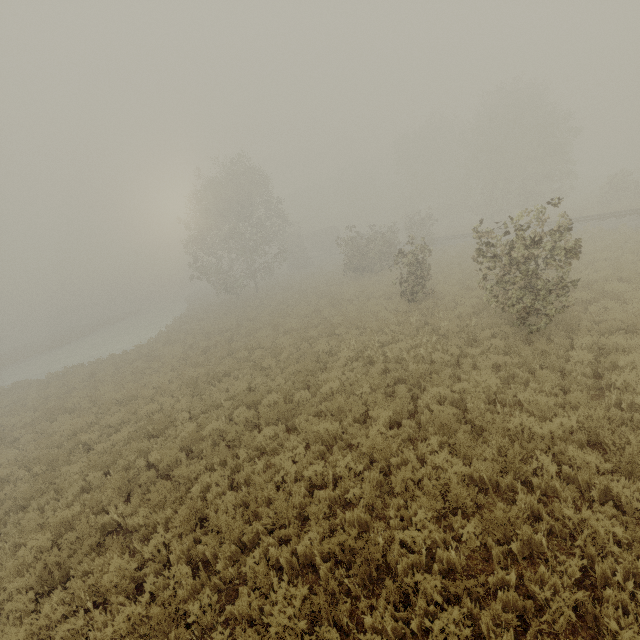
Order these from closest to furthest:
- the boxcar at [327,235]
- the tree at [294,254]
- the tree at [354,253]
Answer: the tree at [354,253]
the tree at [294,254]
the boxcar at [327,235]

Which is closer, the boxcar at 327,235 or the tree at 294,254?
the tree at 294,254

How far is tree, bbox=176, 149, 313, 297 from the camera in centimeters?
3139cm

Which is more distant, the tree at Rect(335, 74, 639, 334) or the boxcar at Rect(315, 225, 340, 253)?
the boxcar at Rect(315, 225, 340, 253)

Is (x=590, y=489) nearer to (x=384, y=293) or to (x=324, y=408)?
(x=324, y=408)

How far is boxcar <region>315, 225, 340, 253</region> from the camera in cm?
5769

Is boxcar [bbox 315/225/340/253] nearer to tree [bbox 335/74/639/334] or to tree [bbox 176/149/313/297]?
tree [bbox 335/74/639/334]

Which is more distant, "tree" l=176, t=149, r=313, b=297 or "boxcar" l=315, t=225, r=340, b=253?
"boxcar" l=315, t=225, r=340, b=253
